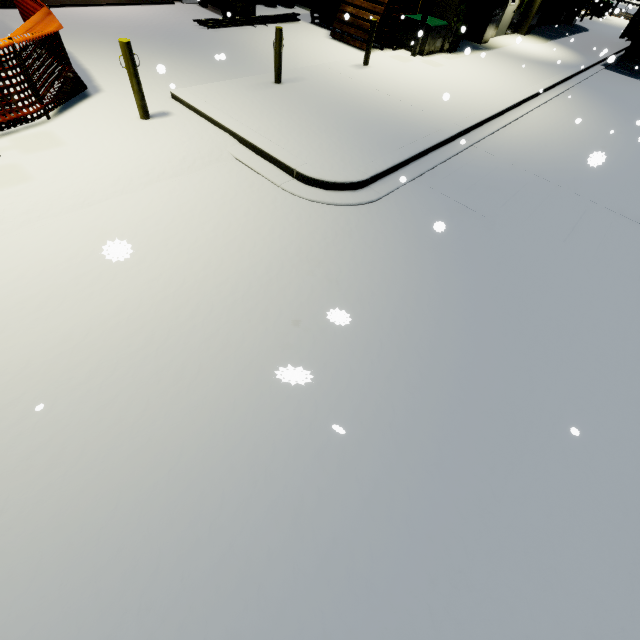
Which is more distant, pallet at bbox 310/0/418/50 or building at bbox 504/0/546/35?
building at bbox 504/0/546/35

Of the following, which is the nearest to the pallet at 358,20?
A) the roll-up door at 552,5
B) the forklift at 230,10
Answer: the forklift at 230,10

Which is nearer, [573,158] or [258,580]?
[258,580]

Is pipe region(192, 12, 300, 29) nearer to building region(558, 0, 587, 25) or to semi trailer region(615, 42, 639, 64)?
building region(558, 0, 587, 25)

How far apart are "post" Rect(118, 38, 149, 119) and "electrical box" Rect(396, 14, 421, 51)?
11.2 meters

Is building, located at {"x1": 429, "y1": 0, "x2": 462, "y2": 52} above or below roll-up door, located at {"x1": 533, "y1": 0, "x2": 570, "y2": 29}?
above

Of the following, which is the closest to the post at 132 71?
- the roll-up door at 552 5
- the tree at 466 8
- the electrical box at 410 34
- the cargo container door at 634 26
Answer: the tree at 466 8

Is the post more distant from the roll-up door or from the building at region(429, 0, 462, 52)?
the roll-up door
